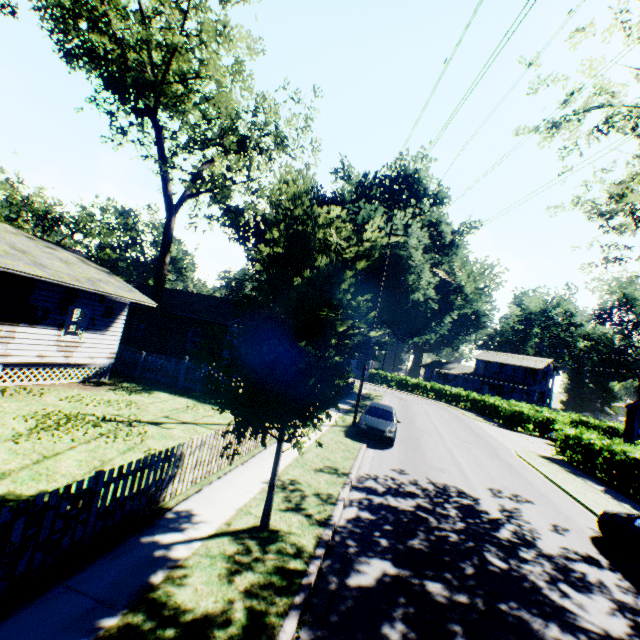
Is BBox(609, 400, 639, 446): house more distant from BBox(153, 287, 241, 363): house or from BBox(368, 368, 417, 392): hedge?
BBox(153, 287, 241, 363): house

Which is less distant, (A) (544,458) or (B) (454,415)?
(A) (544,458)

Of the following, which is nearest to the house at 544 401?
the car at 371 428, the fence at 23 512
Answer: the fence at 23 512

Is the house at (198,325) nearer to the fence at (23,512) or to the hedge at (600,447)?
the fence at (23,512)

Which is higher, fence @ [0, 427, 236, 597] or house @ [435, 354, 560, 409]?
Result: house @ [435, 354, 560, 409]

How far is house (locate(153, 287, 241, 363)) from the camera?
23.4m

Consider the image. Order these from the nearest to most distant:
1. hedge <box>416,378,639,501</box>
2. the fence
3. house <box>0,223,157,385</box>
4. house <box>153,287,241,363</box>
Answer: the fence → house <box>0,223,157,385</box> → hedge <box>416,378,639,501</box> → house <box>153,287,241,363</box>

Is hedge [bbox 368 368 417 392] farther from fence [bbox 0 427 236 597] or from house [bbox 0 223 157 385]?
house [bbox 0 223 157 385]
